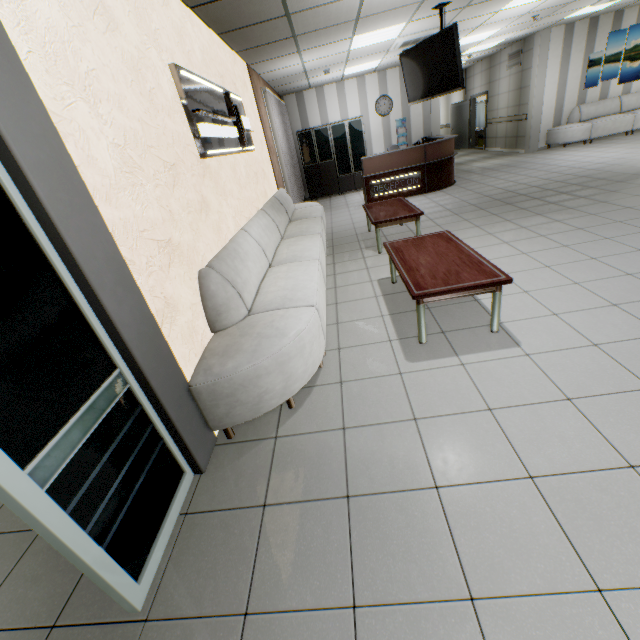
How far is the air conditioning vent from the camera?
6.6m

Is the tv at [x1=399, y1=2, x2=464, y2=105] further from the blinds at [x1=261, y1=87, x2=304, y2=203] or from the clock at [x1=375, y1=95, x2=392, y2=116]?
the clock at [x1=375, y1=95, x2=392, y2=116]

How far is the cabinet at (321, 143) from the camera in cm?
1037

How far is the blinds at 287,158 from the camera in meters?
7.3 m

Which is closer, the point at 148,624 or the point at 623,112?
Result: the point at 148,624

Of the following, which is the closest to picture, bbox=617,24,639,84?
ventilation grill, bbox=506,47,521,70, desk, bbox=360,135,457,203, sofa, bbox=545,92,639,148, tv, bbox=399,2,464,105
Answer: sofa, bbox=545,92,639,148

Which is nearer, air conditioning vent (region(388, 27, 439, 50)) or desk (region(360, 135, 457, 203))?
air conditioning vent (region(388, 27, 439, 50))

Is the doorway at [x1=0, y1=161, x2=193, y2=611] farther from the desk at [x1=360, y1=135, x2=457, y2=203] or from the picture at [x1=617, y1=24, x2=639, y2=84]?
the picture at [x1=617, y1=24, x2=639, y2=84]
